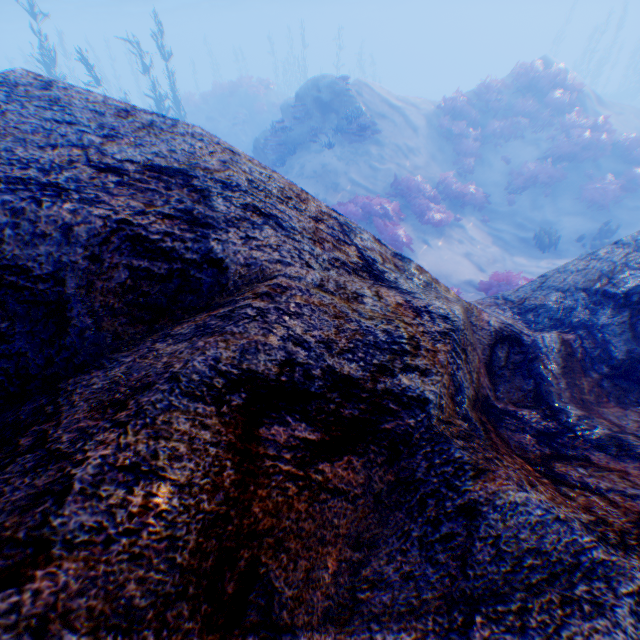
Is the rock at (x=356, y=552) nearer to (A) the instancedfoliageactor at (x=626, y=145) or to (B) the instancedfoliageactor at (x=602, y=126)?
(B) the instancedfoliageactor at (x=602, y=126)

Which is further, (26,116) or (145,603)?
(26,116)

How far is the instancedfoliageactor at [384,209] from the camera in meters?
10.9 m

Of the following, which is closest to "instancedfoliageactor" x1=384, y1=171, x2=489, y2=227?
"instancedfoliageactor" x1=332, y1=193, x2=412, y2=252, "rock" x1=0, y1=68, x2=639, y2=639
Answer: "instancedfoliageactor" x1=332, y1=193, x2=412, y2=252

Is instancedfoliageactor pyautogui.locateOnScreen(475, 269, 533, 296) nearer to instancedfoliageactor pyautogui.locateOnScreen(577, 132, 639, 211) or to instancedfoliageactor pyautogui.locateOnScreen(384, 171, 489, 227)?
instancedfoliageactor pyautogui.locateOnScreen(384, 171, 489, 227)

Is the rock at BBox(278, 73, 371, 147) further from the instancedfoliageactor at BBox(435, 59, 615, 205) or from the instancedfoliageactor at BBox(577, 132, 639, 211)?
the instancedfoliageactor at BBox(577, 132, 639, 211)

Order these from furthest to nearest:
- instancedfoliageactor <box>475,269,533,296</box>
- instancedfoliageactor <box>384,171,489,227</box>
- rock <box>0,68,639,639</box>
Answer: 1. instancedfoliageactor <box>384,171,489,227</box>
2. instancedfoliageactor <box>475,269,533,296</box>
3. rock <box>0,68,639,639</box>

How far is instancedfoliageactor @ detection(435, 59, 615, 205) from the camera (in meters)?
13.34
